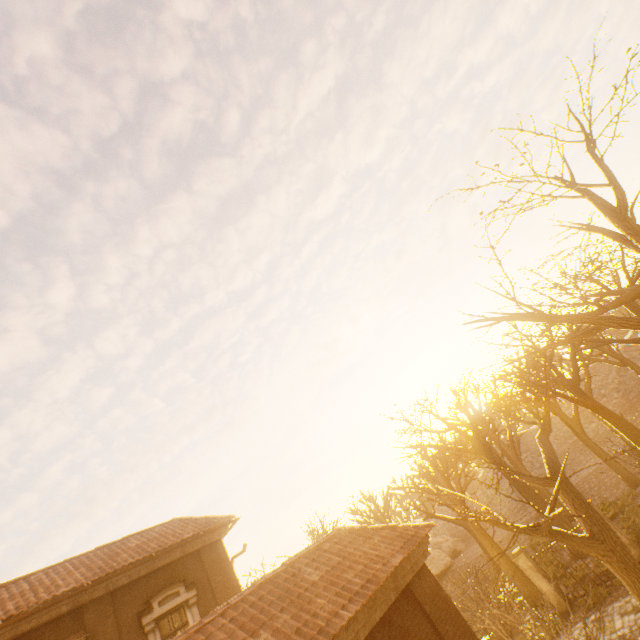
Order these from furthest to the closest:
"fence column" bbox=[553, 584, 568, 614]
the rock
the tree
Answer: the rock < "fence column" bbox=[553, 584, 568, 614] < the tree

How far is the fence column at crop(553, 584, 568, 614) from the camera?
14.4m

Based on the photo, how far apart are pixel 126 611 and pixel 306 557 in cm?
773

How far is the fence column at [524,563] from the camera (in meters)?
14.85

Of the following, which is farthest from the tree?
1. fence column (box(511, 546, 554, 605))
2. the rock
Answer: the rock

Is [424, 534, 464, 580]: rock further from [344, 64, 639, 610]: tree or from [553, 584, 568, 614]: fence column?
[553, 584, 568, 614]: fence column

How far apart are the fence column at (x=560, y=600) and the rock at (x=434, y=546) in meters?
29.6
